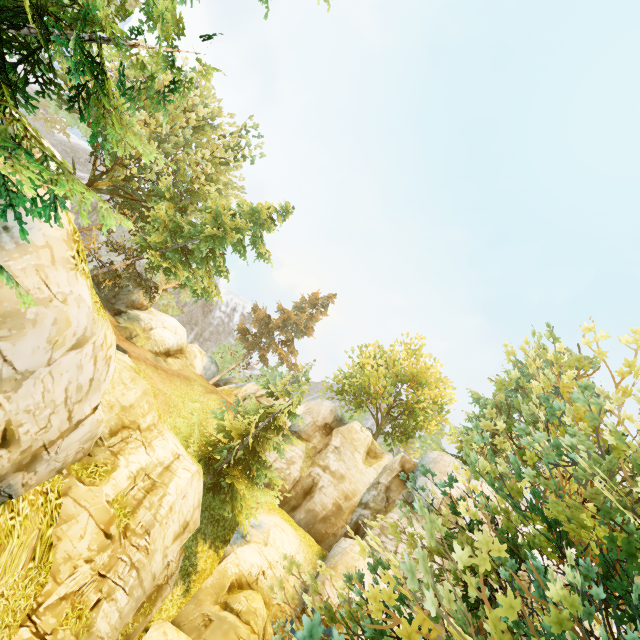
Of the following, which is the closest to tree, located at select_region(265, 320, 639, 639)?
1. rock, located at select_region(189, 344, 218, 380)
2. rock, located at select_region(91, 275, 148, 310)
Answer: rock, located at select_region(189, 344, 218, 380)

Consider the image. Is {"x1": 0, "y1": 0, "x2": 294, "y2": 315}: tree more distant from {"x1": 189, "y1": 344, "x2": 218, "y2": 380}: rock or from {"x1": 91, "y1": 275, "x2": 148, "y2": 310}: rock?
{"x1": 91, "y1": 275, "x2": 148, "y2": 310}: rock

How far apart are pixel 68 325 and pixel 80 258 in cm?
148

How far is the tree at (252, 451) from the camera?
16.6m

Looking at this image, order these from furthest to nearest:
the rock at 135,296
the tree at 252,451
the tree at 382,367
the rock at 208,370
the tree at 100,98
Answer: the rock at 208,370
the rock at 135,296
the tree at 252,451
the tree at 382,367
the tree at 100,98

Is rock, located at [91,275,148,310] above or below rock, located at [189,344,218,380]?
below

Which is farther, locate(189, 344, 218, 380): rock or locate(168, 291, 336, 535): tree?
locate(189, 344, 218, 380): rock
